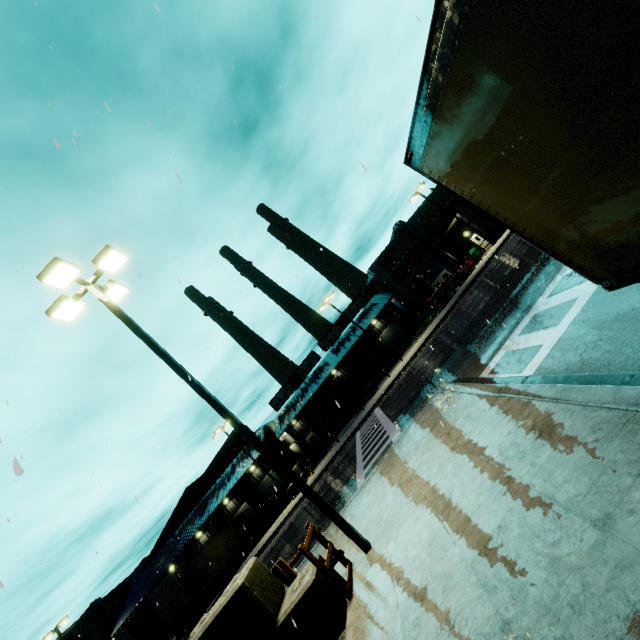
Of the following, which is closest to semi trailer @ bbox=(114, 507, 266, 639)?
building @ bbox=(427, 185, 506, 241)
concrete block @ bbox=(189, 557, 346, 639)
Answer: Result: building @ bbox=(427, 185, 506, 241)

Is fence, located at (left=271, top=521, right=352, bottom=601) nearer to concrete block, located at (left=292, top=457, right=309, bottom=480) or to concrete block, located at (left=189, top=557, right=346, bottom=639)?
concrete block, located at (left=189, top=557, right=346, bottom=639)

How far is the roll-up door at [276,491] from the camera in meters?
39.2

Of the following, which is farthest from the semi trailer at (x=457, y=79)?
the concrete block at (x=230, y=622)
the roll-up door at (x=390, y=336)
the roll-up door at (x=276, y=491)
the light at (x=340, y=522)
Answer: the roll-up door at (x=390, y=336)

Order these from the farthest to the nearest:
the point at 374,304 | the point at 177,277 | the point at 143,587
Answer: the point at 374,304 < the point at 143,587 < the point at 177,277

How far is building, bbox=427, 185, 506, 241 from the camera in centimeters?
3275cm

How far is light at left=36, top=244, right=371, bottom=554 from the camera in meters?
7.2

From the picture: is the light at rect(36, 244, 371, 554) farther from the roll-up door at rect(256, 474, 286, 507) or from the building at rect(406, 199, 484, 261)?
the roll-up door at rect(256, 474, 286, 507)
